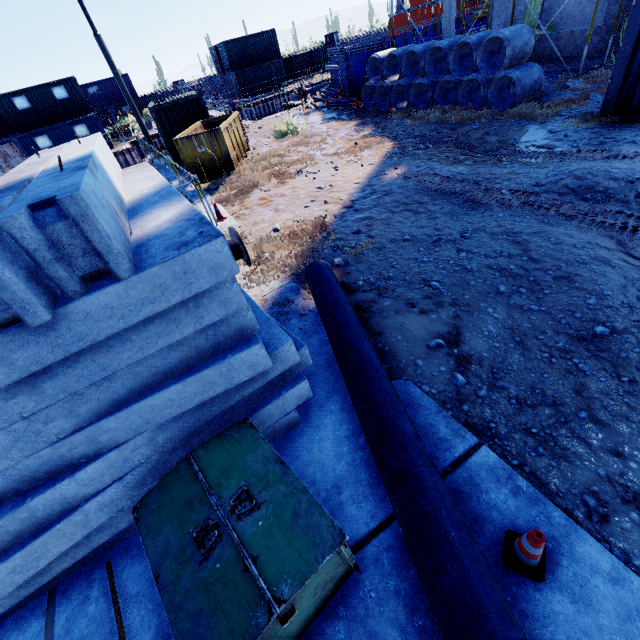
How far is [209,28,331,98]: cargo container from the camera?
33.84m

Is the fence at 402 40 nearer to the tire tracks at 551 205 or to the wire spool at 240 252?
the tire tracks at 551 205

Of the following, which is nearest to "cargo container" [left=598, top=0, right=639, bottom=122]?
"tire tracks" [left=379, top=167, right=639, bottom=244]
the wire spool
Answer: "tire tracks" [left=379, top=167, right=639, bottom=244]

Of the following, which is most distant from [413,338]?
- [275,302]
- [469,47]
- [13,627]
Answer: [469,47]

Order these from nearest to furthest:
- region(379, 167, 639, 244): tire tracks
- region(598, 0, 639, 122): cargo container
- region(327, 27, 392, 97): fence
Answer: region(379, 167, 639, 244): tire tracks → region(598, 0, 639, 122): cargo container → region(327, 27, 392, 97): fence

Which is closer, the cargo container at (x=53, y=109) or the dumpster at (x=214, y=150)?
the dumpster at (x=214, y=150)

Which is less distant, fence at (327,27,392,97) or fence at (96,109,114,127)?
fence at (327,27,392,97)

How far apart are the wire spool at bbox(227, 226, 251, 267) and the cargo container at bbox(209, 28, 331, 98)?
38.0m
